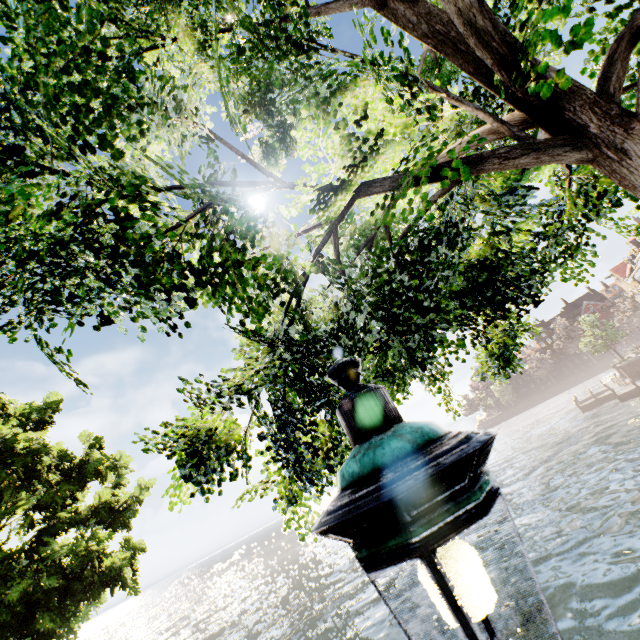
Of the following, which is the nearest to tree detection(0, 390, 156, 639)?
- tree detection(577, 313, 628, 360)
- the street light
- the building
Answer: the street light

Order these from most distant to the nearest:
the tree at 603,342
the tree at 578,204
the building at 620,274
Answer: the building at 620,274 → the tree at 603,342 → the tree at 578,204

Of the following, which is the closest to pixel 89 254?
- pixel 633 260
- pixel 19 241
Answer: pixel 19 241

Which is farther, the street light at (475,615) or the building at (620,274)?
the building at (620,274)

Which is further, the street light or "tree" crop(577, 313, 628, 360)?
"tree" crop(577, 313, 628, 360)

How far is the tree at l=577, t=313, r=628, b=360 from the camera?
39.9 meters

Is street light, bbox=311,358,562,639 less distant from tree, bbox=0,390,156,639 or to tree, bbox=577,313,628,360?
tree, bbox=0,390,156,639
